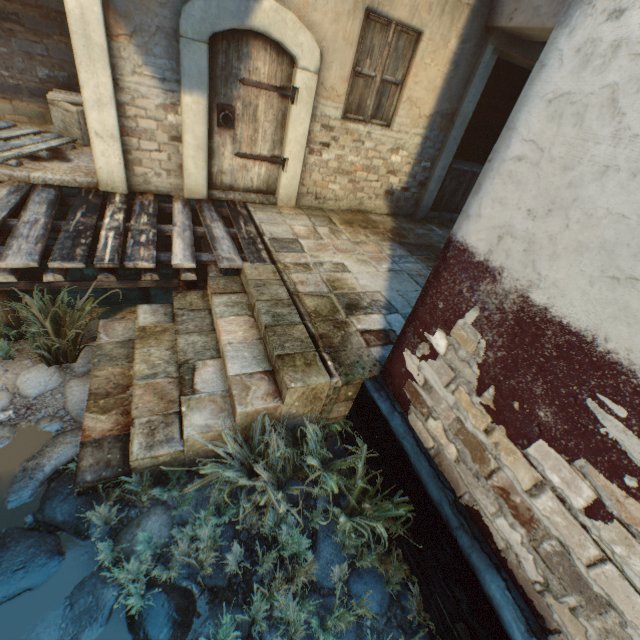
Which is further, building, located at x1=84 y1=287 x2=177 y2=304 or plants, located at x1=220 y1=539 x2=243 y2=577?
building, located at x1=84 y1=287 x2=177 y2=304

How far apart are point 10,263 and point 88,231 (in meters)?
0.89

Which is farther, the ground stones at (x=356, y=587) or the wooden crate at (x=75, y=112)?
the wooden crate at (x=75, y=112)

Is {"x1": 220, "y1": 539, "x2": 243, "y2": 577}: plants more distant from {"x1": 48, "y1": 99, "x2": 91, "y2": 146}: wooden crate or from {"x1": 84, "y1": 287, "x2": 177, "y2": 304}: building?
{"x1": 48, "y1": 99, "x2": 91, "y2": 146}: wooden crate

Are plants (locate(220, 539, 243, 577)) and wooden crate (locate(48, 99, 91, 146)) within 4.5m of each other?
no

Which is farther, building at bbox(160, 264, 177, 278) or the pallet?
building at bbox(160, 264, 177, 278)

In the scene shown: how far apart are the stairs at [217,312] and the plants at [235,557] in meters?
0.0 m

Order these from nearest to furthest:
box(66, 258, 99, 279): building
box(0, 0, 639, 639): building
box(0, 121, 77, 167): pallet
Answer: box(0, 0, 639, 639): building
box(0, 121, 77, 167): pallet
box(66, 258, 99, 279): building
